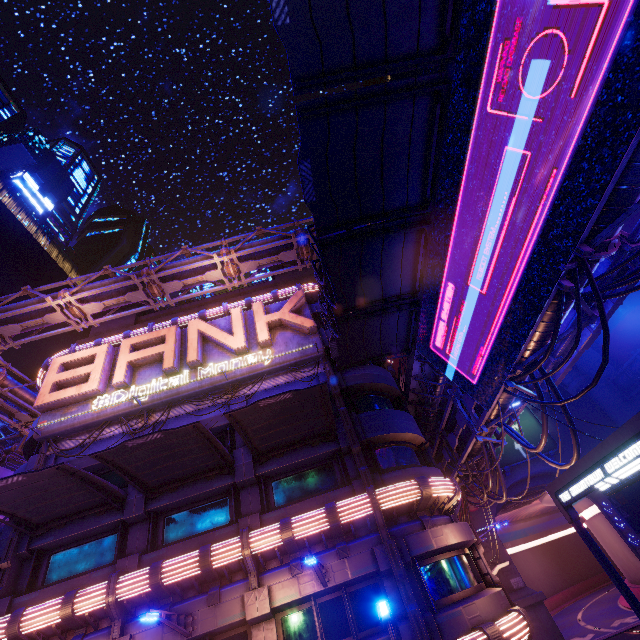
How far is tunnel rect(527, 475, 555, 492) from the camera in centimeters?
3390cm

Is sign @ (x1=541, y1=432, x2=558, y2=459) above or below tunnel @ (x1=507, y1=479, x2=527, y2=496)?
above

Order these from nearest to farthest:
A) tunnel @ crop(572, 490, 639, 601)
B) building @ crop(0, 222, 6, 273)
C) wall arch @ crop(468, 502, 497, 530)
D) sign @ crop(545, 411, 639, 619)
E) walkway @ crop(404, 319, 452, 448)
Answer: sign @ crop(545, 411, 639, 619) → walkway @ crop(404, 319, 452, 448) → wall arch @ crop(468, 502, 497, 530) → tunnel @ crop(572, 490, 639, 601) → building @ crop(0, 222, 6, 273)

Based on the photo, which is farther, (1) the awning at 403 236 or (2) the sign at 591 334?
(2) the sign at 591 334

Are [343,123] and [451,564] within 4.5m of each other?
no

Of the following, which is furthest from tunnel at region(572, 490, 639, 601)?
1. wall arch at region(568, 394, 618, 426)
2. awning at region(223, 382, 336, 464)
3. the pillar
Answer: the pillar

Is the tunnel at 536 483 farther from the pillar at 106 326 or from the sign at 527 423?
the pillar at 106 326

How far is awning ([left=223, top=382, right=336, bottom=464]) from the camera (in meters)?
12.47
